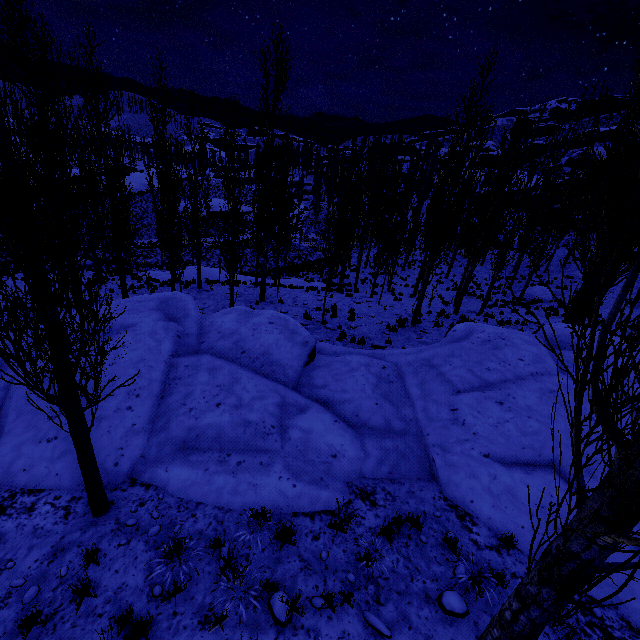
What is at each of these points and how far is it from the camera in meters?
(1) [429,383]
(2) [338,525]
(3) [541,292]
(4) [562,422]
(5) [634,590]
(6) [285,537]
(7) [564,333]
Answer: (1) rock, 8.3
(2) instancedfoliageactor, 5.1
(3) rock, 23.2
(4) rock, 7.2
(5) rock, 4.6
(6) instancedfoliageactor, 4.9
(7) rock, 10.2

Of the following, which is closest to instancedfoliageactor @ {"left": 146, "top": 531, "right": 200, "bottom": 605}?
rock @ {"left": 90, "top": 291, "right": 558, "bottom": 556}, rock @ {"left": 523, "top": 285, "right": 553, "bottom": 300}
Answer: rock @ {"left": 90, "top": 291, "right": 558, "bottom": 556}

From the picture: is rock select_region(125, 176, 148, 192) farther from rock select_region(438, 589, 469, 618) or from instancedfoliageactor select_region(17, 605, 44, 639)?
rock select_region(438, 589, 469, 618)

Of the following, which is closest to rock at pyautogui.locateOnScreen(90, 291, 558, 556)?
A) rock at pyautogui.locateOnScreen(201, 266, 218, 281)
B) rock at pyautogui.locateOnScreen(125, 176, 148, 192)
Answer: rock at pyautogui.locateOnScreen(201, 266, 218, 281)

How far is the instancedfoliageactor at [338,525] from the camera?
5.1m

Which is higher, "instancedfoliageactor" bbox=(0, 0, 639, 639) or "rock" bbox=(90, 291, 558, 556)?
"instancedfoliageactor" bbox=(0, 0, 639, 639)

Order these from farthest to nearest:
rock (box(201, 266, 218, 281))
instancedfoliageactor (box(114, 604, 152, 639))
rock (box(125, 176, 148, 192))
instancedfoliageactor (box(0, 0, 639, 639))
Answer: rock (box(125, 176, 148, 192))
rock (box(201, 266, 218, 281))
instancedfoliageactor (box(114, 604, 152, 639))
instancedfoliageactor (box(0, 0, 639, 639))

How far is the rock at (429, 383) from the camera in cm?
589
